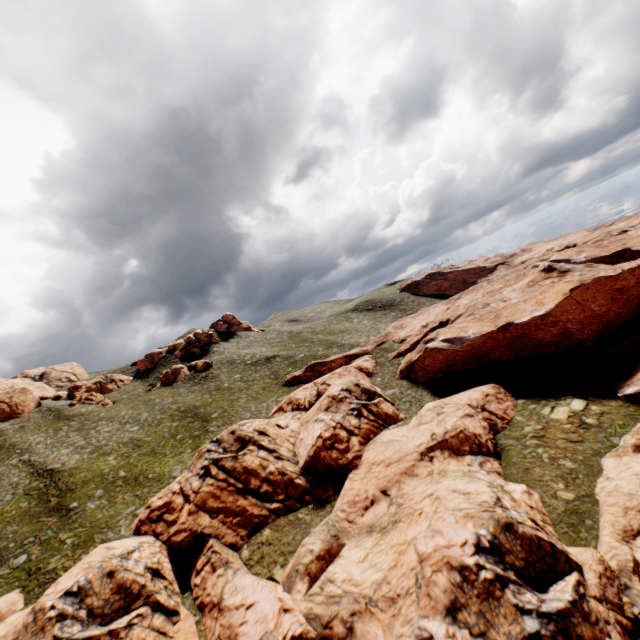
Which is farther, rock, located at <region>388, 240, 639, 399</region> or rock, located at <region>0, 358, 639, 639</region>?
rock, located at <region>388, 240, 639, 399</region>

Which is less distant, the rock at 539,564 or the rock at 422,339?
the rock at 539,564

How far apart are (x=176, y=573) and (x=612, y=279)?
60.0 meters
